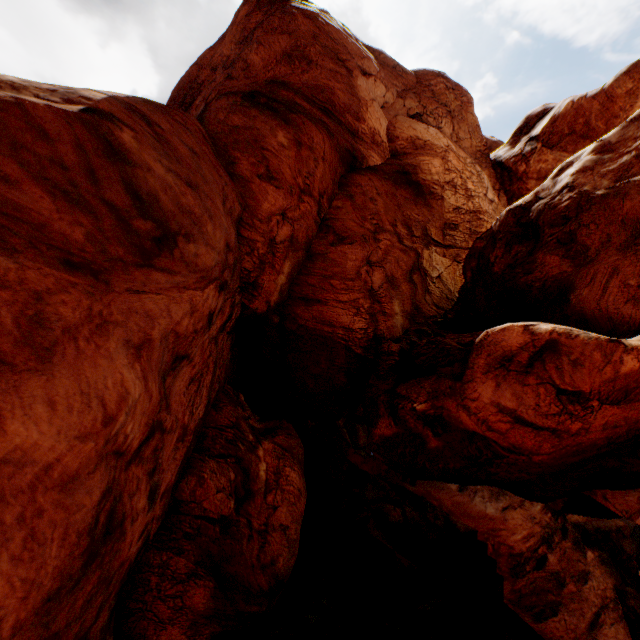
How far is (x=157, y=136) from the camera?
10.16m
